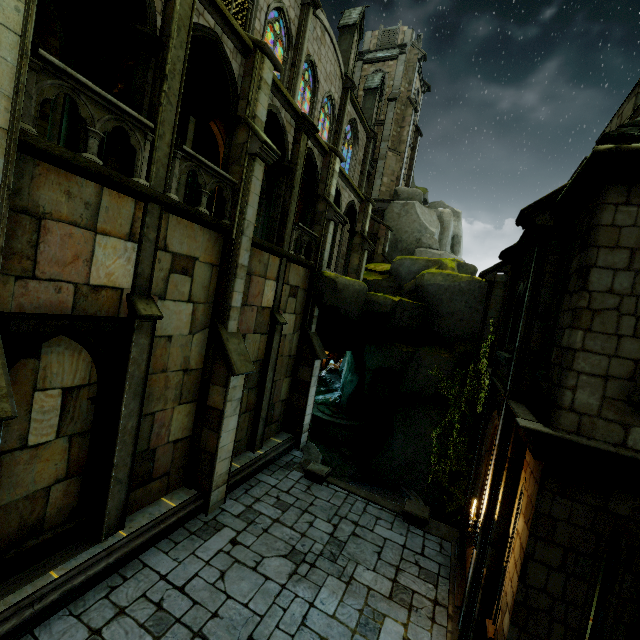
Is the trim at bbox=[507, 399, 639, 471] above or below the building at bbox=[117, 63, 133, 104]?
below

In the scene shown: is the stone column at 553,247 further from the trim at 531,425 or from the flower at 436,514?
the flower at 436,514

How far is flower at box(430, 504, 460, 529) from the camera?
13.0m

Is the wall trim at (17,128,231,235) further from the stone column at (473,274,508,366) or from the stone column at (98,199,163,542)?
the stone column at (473,274,508,366)

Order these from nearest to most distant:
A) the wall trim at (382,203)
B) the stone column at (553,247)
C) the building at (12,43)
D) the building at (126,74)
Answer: the building at (12,43) → the stone column at (553,247) → the building at (126,74) → the wall trim at (382,203)

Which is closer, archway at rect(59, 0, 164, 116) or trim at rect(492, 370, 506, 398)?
archway at rect(59, 0, 164, 116)

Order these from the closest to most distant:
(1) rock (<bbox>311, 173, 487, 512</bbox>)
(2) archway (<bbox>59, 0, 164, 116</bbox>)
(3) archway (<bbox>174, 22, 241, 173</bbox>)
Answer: (2) archway (<bbox>59, 0, 164, 116</bbox>) → (3) archway (<bbox>174, 22, 241, 173</bbox>) → (1) rock (<bbox>311, 173, 487, 512</bbox>)

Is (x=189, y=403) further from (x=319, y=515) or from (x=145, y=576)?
(x=319, y=515)
